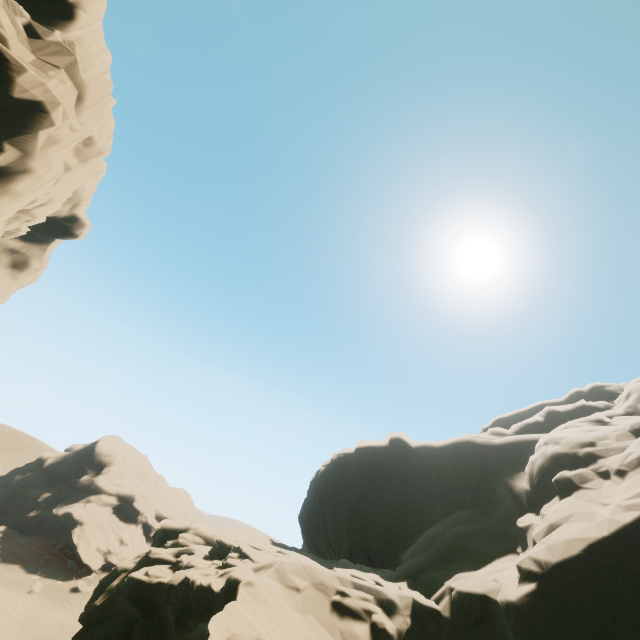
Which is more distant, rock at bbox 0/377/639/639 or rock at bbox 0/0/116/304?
rock at bbox 0/0/116/304

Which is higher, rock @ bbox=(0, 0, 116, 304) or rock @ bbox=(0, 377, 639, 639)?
rock @ bbox=(0, 0, 116, 304)

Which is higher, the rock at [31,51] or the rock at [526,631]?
the rock at [31,51]

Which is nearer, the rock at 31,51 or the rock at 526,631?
the rock at 526,631

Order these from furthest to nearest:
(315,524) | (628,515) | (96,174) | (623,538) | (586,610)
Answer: (315,524)
(96,174)
(628,515)
(623,538)
(586,610)
